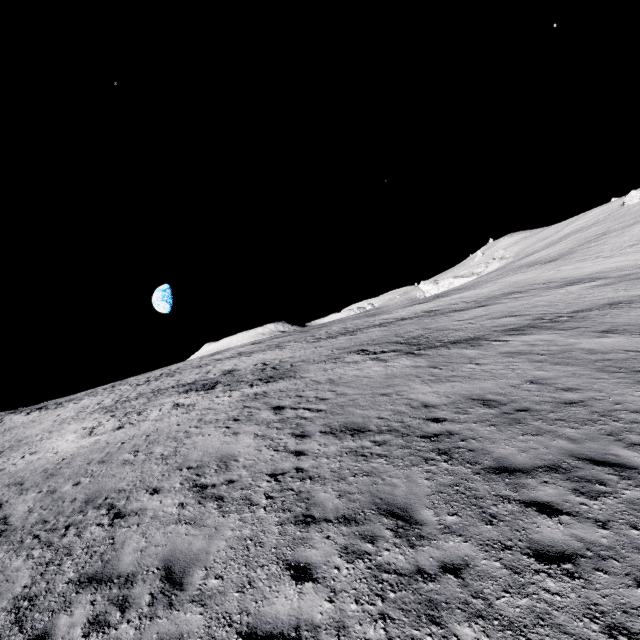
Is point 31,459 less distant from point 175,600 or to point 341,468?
point 175,600
